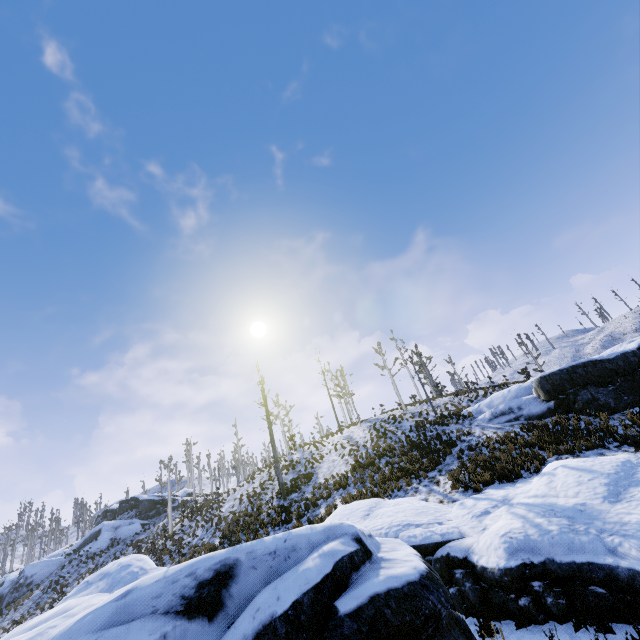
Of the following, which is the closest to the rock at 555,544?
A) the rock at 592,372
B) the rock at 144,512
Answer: the rock at 592,372

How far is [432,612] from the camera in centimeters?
337cm

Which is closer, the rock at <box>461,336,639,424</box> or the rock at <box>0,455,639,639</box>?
the rock at <box>0,455,639,639</box>

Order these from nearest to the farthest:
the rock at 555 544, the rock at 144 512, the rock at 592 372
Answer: the rock at 555 544 < the rock at 592 372 < the rock at 144 512

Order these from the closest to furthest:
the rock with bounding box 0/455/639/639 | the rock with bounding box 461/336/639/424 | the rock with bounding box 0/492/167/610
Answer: the rock with bounding box 0/455/639/639
the rock with bounding box 461/336/639/424
the rock with bounding box 0/492/167/610

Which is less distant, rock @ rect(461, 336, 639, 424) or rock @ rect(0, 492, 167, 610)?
rock @ rect(461, 336, 639, 424)

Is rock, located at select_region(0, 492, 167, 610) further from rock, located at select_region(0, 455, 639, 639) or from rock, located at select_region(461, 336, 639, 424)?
rock, located at select_region(461, 336, 639, 424)
